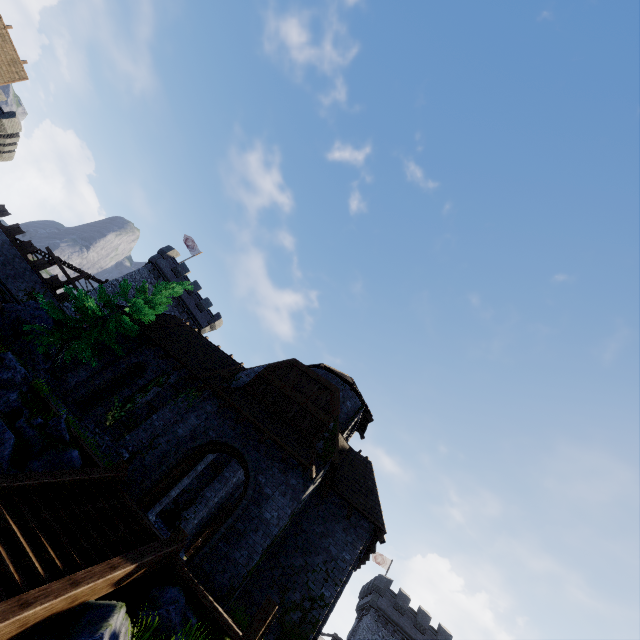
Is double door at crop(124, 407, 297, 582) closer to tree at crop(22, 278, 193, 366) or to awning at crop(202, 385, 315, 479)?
awning at crop(202, 385, 315, 479)

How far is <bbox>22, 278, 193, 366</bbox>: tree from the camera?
16.2m

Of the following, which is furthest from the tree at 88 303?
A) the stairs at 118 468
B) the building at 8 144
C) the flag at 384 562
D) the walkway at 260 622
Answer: the flag at 384 562

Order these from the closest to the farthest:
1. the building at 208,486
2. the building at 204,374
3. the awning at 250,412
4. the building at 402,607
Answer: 1. the building at 204,374
2. the awning at 250,412
3. the building at 208,486
4. the building at 402,607

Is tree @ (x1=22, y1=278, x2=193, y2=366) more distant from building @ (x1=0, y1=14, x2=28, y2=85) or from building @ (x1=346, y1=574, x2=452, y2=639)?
building @ (x1=346, y1=574, x2=452, y2=639)

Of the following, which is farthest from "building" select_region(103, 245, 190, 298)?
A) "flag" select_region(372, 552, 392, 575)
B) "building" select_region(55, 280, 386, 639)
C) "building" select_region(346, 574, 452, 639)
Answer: "flag" select_region(372, 552, 392, 575)

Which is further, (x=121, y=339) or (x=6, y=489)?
(x=121, y=339)

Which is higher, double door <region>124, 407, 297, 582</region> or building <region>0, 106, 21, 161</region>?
building <region>0, 106, 21, 161</region>
